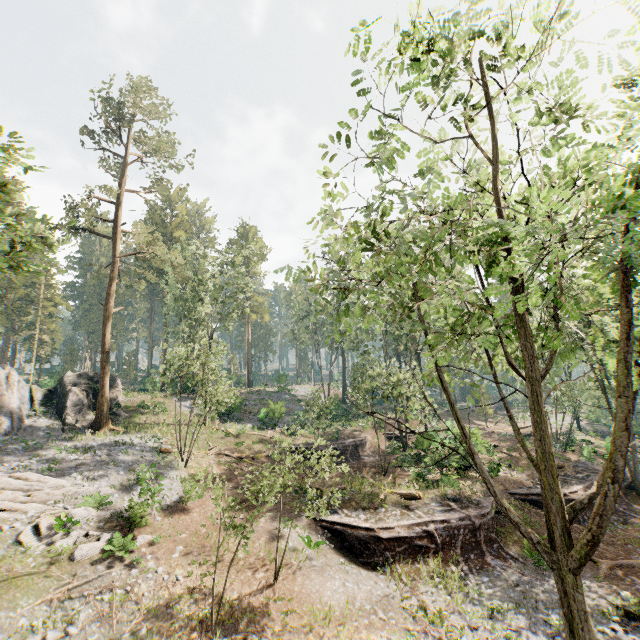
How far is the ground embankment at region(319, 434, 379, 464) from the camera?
30.16m

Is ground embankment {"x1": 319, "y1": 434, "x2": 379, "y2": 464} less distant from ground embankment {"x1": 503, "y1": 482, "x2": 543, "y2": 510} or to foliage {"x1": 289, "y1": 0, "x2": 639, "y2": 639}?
foliage {"x1": 289, "y1": 0, "x2": 639, "y2": 639}

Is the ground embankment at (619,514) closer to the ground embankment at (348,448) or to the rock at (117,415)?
the ground embankment at (348,448)

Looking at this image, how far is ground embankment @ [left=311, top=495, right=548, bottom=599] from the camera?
16.6m

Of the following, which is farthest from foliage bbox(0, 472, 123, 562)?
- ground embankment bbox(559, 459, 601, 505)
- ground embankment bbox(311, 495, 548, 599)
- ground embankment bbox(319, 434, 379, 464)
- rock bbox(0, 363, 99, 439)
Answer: ground embankment bbox(319, 434, 379, 464)

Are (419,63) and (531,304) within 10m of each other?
yes

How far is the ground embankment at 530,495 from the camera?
21.7 meters

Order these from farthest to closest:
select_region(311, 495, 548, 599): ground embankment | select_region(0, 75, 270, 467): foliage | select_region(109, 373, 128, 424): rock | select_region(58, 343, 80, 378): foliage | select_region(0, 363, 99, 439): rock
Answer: select_region(58, 343, 80, 378): foliage < select_region(109, 373, 128, 424): rock < select_region(0, 363, 99, 439): rock < select_region(311, 495, 548, 599): ground embankment < select_region(0, 75, 270, 467): foliage
